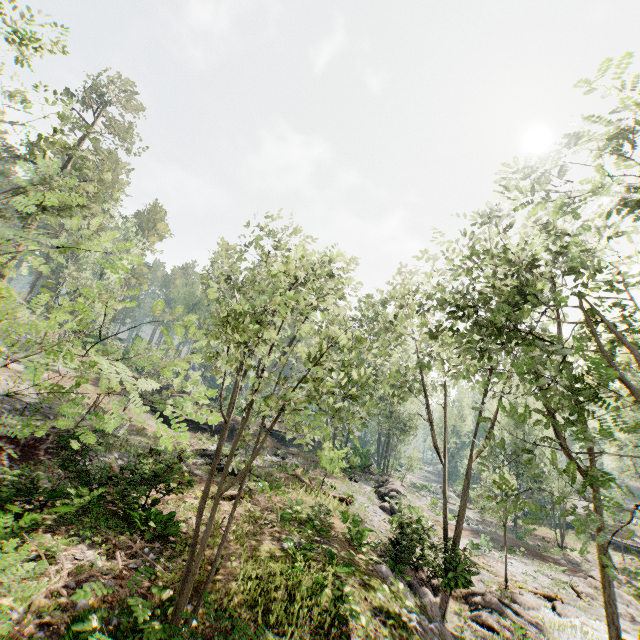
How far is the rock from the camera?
16.2m

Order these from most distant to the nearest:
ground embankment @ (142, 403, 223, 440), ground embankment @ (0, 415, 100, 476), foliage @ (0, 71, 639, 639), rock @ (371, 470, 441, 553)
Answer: ground embankment @ (142, 403, 223, 440)
rock @ (371, 470, 441, 553)
ground embankment @ (0, 415, 100, 476)
foliage @ (0, 71, 639, 639)

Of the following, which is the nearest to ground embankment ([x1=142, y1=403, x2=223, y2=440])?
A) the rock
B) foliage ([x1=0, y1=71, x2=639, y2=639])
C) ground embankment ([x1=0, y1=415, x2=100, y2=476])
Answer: the rock

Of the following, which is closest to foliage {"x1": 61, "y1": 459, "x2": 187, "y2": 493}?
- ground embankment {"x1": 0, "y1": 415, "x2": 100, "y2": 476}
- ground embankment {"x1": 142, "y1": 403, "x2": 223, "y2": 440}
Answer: ground embankment {"x1": 0, "y1": 415, "x2": 100, "y2": 476}

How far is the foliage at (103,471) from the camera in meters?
10.6

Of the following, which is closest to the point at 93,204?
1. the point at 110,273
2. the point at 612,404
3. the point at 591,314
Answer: the point at 110,273

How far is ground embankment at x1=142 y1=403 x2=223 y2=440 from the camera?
32.75m

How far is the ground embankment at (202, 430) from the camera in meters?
32.8
